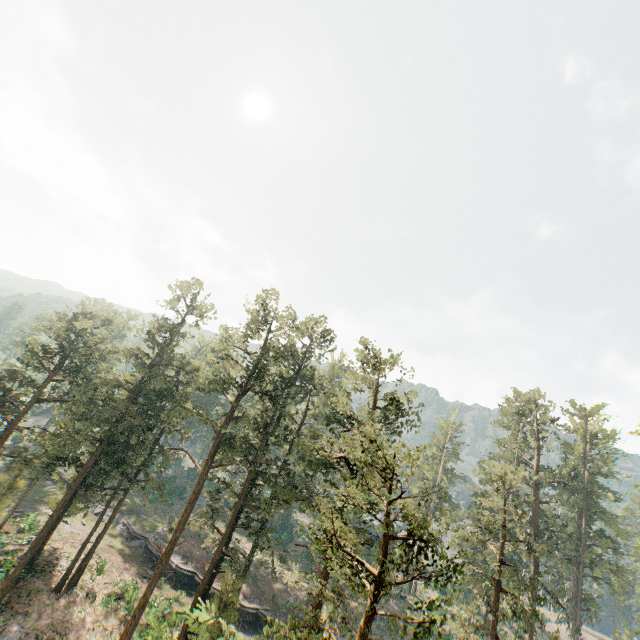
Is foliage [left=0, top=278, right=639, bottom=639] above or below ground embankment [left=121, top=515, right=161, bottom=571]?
above

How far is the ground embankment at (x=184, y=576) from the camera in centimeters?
3769cm

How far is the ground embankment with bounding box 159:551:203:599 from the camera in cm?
3769

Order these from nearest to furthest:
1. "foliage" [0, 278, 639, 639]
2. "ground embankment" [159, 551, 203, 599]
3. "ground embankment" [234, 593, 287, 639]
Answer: "foliage" [0, 278, 639, 639] < "ground embankment" [234, 593, 287, 639] < "ground embankment" [159, 551, 203, 599]

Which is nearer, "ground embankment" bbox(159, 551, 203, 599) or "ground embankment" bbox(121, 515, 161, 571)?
"ground embankment" bbox(159, 551, 203, 599)

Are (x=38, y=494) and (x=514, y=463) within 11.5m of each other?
no
